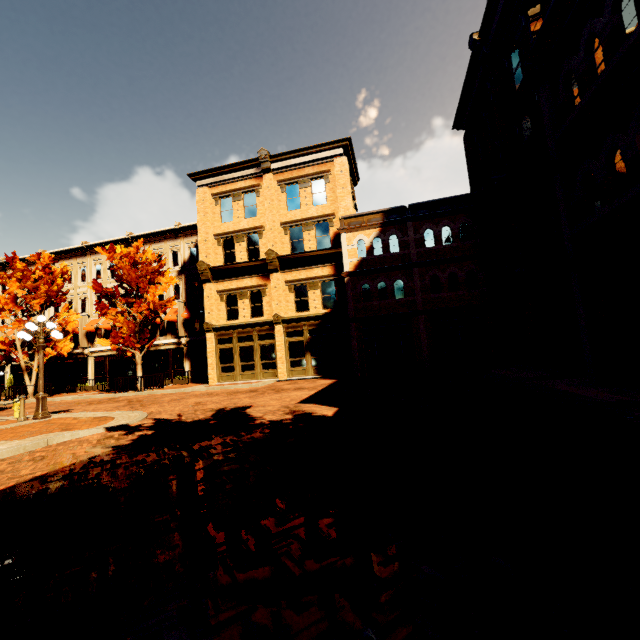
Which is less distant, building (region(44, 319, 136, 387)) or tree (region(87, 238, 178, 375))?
tree (region(87, 238, 178, 375))

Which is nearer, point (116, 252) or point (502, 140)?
point (502, 140)

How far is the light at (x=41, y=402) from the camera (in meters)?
11.18

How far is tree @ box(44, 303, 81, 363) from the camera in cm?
2375

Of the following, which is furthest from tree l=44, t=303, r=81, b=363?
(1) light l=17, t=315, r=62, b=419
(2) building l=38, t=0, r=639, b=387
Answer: (1) light l=17, t=315, r=62, b=419

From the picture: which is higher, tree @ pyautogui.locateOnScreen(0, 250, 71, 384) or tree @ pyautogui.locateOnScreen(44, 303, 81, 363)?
tree @ pyautogui.locateOnScreen(0, 250, 71, 384)

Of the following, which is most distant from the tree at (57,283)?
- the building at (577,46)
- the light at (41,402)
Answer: the light at (41,402)

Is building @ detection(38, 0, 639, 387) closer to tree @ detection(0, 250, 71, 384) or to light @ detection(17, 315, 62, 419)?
tree @ detection(0, 250, 71, 384)
